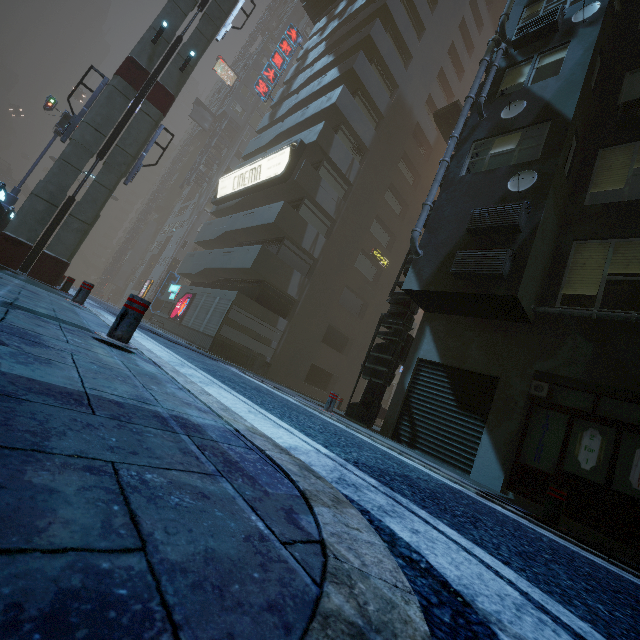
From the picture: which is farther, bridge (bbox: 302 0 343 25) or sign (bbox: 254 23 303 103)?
sign (bbox: 254 23 303 103)

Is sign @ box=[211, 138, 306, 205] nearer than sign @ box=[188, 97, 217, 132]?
Yes

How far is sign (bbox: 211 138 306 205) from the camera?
19.47m

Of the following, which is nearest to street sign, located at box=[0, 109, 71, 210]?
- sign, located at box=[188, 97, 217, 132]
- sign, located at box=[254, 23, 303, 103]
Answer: sign, located at box=[254, 23, 303, 103]

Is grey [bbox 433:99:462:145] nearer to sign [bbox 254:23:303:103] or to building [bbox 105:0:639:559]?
building [bbox 105:0:639:559]

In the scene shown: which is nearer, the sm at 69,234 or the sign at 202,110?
the sm at 69,234

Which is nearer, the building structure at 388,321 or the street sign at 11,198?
the building structure at 388,321

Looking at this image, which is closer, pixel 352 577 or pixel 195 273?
pixel 352 577
